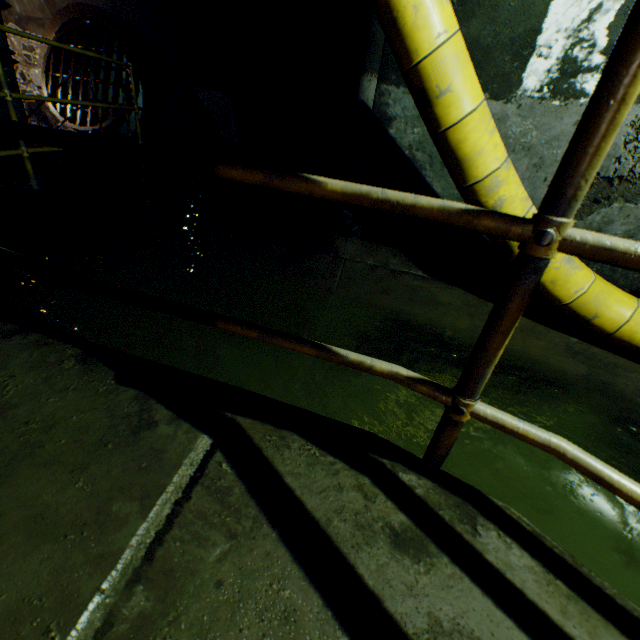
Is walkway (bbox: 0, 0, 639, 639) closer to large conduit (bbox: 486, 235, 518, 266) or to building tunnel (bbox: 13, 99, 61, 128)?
building tunnel (bbox: 13, 99, 61, 128)

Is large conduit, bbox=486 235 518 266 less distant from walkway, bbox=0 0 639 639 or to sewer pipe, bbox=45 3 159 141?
walkway, bbox=0 0 639 639

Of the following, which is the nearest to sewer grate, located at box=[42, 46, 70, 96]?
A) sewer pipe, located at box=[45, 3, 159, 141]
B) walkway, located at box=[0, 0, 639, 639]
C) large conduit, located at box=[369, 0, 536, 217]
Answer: sewer pipe, located at box=[45, 3, 159, 141]

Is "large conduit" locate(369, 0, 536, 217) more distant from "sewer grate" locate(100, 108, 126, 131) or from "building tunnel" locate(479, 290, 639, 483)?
"sewer grate" locate(100, 108, 126, 131)

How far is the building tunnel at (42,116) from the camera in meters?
4.4

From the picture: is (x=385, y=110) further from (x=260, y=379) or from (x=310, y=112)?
(x=310, y=112)

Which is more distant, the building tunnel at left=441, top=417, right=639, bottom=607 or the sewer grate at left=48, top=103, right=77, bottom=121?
the sewer grate at left=48, top=103, right=77, bottom=121

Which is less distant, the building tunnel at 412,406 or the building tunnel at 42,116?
the building tunnel at 412,406
